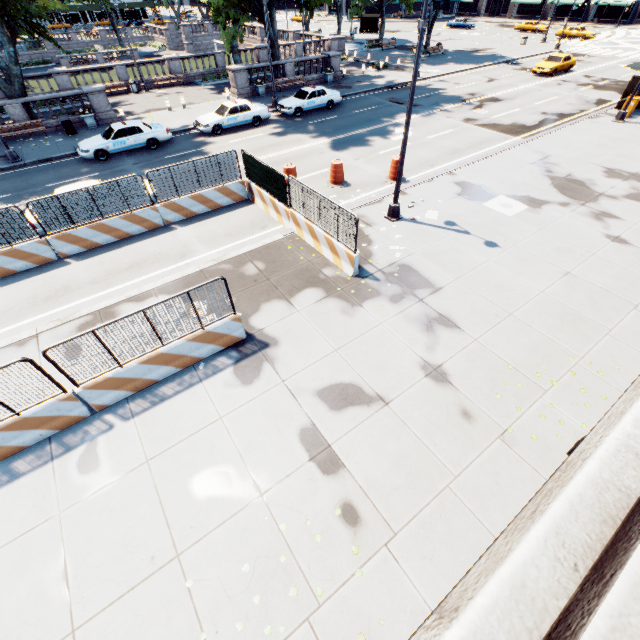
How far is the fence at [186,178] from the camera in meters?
12.9 m

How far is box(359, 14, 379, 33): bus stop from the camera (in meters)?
56.62

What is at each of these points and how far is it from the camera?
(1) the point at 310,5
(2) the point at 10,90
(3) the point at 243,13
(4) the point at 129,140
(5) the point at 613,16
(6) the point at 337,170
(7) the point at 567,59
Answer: (1) tree, 29.6 meters
(2) tree, 21.4 meters
(3) tree, 26.9 meters
(4) vehicle, 19.1 meters
(5) building, 59.2 meters
(6) traffic cone, 15.5 meters
(7) vehicle, 31.6 meters

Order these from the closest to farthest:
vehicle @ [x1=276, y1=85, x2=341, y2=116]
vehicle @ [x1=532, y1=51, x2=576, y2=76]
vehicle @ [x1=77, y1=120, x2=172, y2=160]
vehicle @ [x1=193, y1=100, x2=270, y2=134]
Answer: vehicle @ [x1=77, y1=120, x2=172, y2=160], vehicle @ [x1=193, y1=100, x2=270, y2=134], vehicle @ [x1=276, y1=85, x2=341, y2=116], vehicle @ [x1=532, y1=51, x2=576, y2=76]

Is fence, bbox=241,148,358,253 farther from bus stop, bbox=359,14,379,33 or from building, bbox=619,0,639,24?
building, bbox=619,0,639,24

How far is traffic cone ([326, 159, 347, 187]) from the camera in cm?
1537

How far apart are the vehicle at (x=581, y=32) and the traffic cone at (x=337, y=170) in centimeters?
5892cm

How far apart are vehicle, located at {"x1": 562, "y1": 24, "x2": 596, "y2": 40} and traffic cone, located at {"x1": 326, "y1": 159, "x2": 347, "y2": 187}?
58.9 meters
